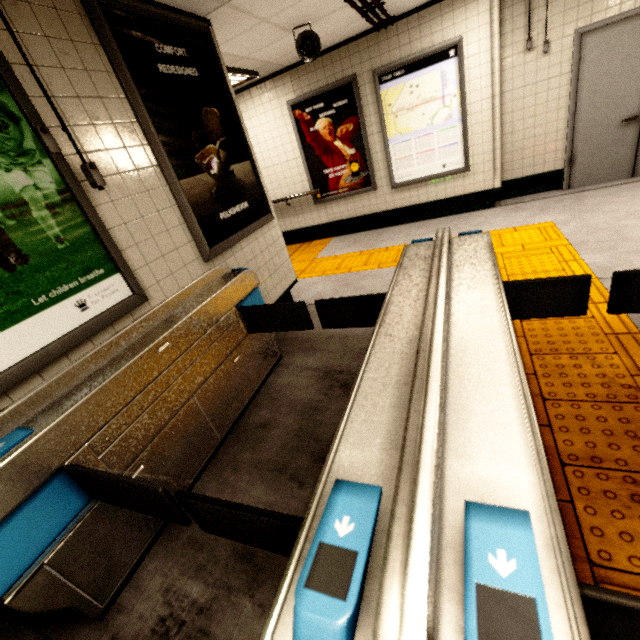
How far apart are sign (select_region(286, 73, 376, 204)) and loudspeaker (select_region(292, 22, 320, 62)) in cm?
137

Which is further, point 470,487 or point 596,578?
point 596,578

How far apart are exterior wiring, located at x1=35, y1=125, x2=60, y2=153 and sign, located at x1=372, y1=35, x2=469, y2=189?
4.9 meters

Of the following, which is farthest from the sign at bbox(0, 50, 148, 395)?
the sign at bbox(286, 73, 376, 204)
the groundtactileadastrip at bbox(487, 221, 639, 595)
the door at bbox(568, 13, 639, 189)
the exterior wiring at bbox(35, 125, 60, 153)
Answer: the door at bbox(568, 13, 639, 189)

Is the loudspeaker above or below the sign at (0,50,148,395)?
above

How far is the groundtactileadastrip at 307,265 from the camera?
4.8 meters

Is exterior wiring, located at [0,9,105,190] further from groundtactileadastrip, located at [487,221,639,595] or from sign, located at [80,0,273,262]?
groundtactileadastrip, located at [487,221,639,595]

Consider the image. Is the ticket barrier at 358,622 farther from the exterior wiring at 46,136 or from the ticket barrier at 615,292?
the exterior wiring at 46,136
